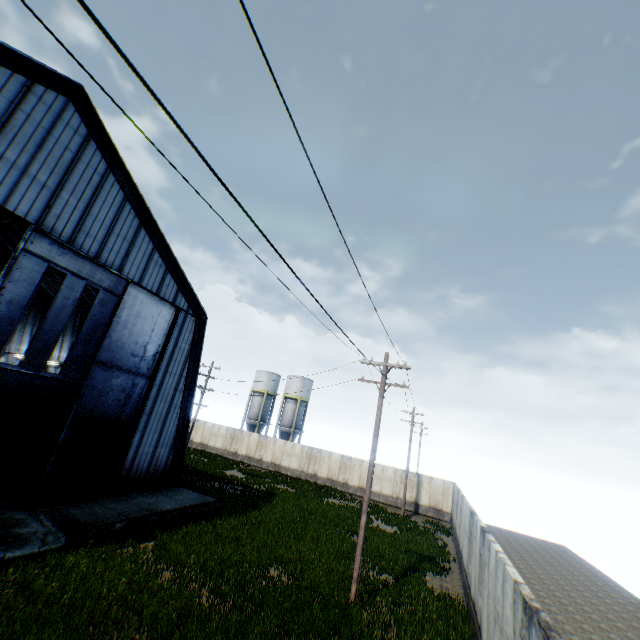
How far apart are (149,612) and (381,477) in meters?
29.6 m

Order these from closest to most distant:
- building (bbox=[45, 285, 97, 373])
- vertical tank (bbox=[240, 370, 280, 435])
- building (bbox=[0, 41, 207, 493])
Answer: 1. building (bbox=[0, 41, 207, 493])
2. building (bbox=[45, 285, 97, 373])
3. vertical tank (bbox=[240, 370, 280, 435])

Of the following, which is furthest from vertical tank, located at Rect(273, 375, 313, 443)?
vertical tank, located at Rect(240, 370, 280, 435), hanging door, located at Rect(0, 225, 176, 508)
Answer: hanging door, located at Rect(0, 225, 176, 508)

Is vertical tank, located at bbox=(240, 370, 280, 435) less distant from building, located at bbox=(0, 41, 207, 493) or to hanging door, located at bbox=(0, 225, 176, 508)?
building, located at bbox=(0, 41, 207, 493)

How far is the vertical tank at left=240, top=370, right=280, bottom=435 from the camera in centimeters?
4850cm

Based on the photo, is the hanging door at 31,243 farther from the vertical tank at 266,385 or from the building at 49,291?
the vertical tank at 266,385

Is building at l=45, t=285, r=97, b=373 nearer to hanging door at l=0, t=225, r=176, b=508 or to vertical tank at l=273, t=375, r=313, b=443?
hanging door at l=0, t=225, r=176, b=508

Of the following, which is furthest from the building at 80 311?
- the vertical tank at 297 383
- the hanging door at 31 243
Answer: the vertical tank at 297 383
